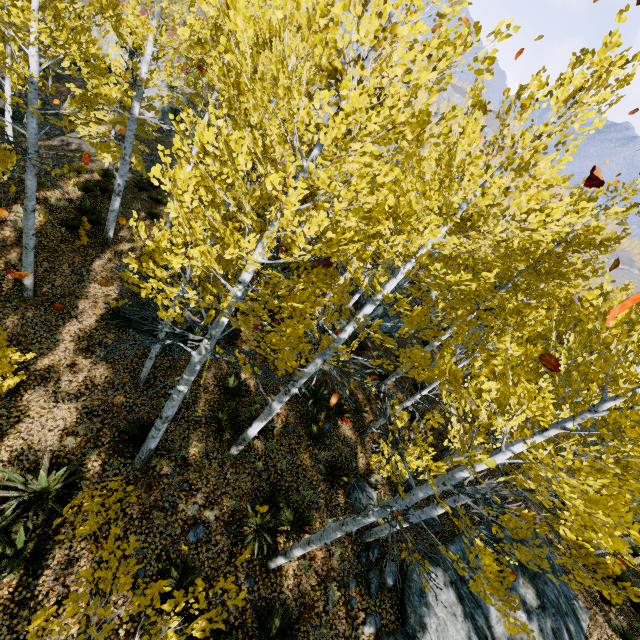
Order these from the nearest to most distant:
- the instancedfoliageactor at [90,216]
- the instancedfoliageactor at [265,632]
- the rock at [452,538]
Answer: the instancedfoliageactor at [265,632], the rock at [452,538], the instancedfoliageactor at [90,216]

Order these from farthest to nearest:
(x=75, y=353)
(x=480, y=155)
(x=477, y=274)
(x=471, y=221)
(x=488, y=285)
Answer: (x=488, y=285), (x=477, y=274), (x=75, y=353), (x=471, y=221), (x=480, y=155)

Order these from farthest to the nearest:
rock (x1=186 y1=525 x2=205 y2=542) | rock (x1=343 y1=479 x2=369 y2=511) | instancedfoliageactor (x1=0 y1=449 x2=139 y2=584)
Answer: rock (x1=343 y1=479 x2=369 y2=511), rock (x1=186 y1=525 x2=205 y2=542), instancedfoliageactor (x1=0 y1=449 x2=139 y2=584)

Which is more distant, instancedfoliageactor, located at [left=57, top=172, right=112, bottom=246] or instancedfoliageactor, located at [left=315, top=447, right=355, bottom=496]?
→ instancedfoliageactor, located at [left=57, top=172, right=112, bottom=246]

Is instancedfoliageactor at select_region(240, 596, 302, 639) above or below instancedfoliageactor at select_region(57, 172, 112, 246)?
above

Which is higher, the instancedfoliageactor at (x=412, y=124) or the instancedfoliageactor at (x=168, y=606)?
the instancedfoliageactor at (x=412, y=124)

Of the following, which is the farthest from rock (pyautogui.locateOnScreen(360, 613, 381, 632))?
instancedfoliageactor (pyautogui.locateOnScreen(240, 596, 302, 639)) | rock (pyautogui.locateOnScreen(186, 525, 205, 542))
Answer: rock (pyautogui.locateOnScreen(186, 525, 205, 542))

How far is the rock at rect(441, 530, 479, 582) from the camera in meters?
8.3
